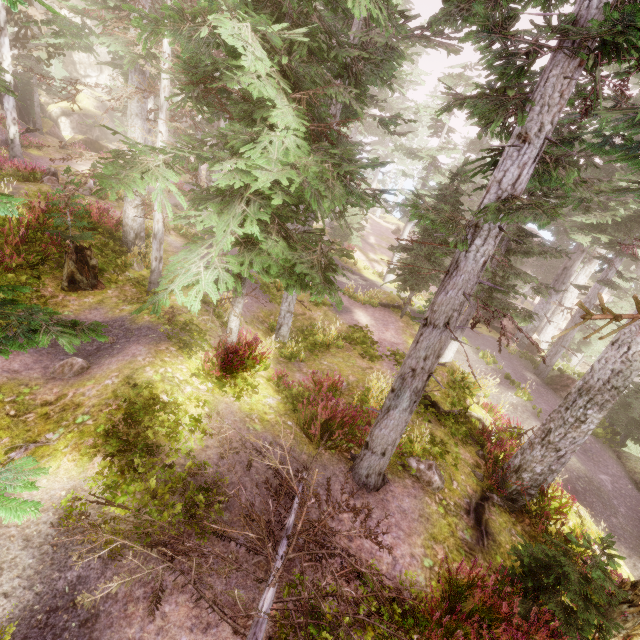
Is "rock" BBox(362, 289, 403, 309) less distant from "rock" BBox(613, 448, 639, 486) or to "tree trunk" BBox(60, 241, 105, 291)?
"rock" BBox(613, 448, 639, 486)

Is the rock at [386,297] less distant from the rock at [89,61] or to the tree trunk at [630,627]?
the tree trunk at [630,627]

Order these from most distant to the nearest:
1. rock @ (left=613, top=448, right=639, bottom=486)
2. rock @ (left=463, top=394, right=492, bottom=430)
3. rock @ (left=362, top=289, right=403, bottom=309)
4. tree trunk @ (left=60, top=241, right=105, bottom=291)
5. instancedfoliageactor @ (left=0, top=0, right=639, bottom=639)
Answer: rock @ (left=362, top=289, right=403, bottom=309) → rock @ (left=613, top=448, right=639, bottom=486) → rock @ (left=463, top=394, right=492, bottom=430) → tree trunk @ (left=60, top=241, right=105, bottom=291) → instancedfoliageactor @ (left=0, top=0, right=639, bottom=639)

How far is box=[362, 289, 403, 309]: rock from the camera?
20.45m

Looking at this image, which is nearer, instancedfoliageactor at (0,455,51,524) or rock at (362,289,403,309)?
instancedfoliageactor at (0,455,51,524)

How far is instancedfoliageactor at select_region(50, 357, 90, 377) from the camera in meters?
7.1 m

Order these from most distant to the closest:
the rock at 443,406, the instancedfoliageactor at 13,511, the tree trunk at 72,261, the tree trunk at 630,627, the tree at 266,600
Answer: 1. the rock at 443,406
2. the tree trunk at 72,261
3. the tree trunk at 630,627
4. the tree at 266,600
5. the instancedfoliageactor at 13,511

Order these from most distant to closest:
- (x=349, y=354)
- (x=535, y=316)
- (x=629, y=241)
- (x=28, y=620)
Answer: (x=535, y=316) < (x=629, y=241) < (x=349, y=354) < (x=28, y=620)
